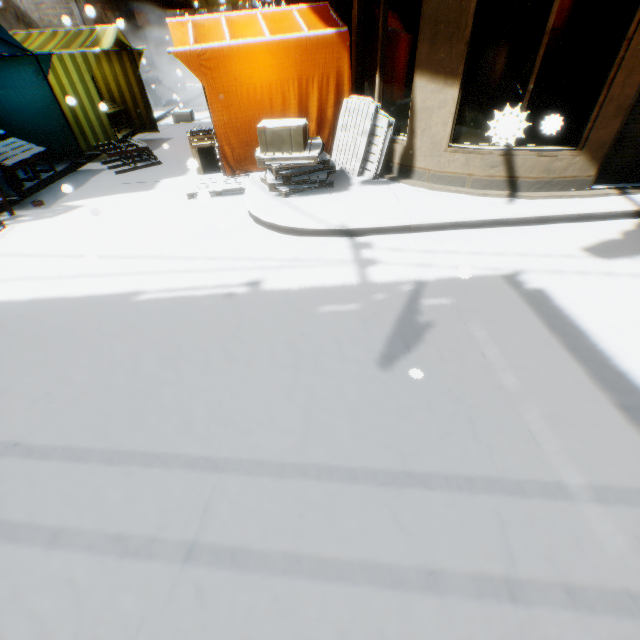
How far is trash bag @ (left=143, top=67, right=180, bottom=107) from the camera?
14.66m

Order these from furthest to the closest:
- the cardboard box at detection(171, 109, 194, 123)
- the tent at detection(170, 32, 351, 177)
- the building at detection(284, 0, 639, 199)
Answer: the cardboard box at detection(171, 109, 194, 123) < the tent at detection(170, 32, 351, 177) < the building at detection(284, 0, 639, 199)

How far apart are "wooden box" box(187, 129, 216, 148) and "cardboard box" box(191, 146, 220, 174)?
0.0m

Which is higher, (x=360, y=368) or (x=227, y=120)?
(x=227, y=120)

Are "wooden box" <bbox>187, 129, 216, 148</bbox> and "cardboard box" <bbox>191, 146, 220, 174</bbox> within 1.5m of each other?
yes

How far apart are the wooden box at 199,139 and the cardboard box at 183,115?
7.3m

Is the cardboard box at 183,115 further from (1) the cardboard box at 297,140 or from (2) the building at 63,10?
(1) the cardboard box at 297,140

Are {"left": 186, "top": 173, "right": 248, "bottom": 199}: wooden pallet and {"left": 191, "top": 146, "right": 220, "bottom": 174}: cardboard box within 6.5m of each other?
yes
